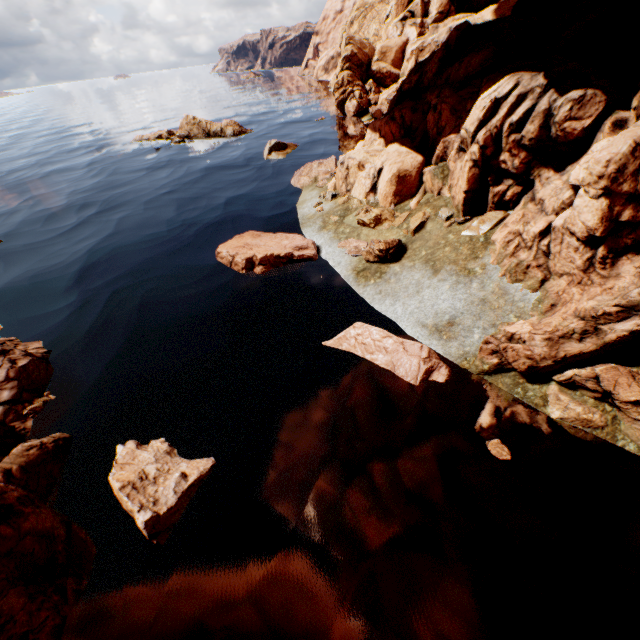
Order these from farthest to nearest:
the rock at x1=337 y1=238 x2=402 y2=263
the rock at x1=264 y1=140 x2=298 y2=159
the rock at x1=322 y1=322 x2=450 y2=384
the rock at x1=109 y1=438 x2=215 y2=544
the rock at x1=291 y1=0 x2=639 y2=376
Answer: the rock at x1=264 y1=140 x2=298 y2=159 → the rock at x1=337 y1=238 x2=402 y2=263 → the rock at x1=322 y1=322 x2=450 y2=384 → the rock at x1=291 y1=0 x2=639 y2=376 → the rock at x1=109 y1=438 x2=215 y2=544

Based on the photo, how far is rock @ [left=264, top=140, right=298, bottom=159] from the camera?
30.94m

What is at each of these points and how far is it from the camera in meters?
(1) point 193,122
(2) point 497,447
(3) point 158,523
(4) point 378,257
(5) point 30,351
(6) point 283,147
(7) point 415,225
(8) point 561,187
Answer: (1) rock, 41.0 m
(2) rock, 7.9 m
(3) rock, 7.1 m
(4) rock, 13.5 m
(5) rock, 12.2 m
(6) rock, 32.5 m
(7) rock, 13.7 m
(8) rock, 10.0 m

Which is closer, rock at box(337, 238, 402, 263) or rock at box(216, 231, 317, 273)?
rock at box(337, 238, 402, 263)

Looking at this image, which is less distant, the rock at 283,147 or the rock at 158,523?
the rock at 158,523
